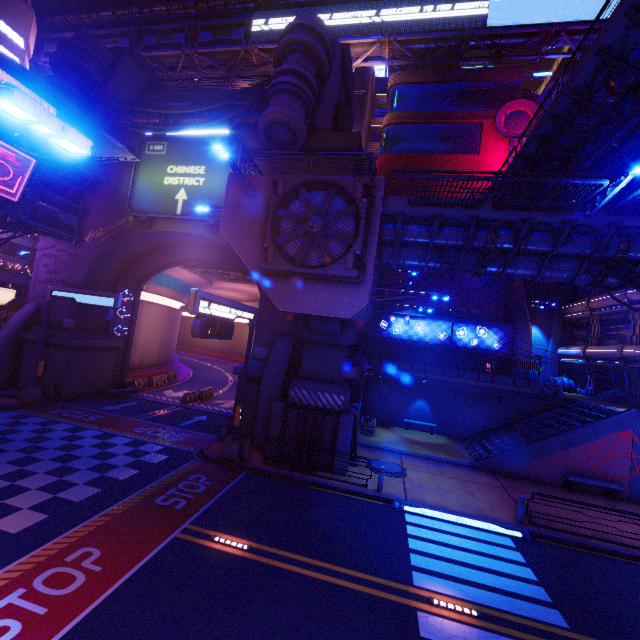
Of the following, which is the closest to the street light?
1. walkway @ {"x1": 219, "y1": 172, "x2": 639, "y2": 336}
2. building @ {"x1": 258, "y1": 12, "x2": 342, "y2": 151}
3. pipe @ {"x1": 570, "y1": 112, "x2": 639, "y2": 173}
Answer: walkway @ {"x1": 219, "y1": 172, "x2": 639, "y2": 336}

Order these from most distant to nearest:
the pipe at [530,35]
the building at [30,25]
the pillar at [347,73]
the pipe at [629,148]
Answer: the building at [30,25] → the pipe at [530,35] → the pillar at [347,73] → the pipe at [629,148]

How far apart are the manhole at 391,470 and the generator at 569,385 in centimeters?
2491cm

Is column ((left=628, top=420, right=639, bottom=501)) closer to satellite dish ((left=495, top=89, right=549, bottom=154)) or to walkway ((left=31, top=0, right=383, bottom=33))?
satellite dish ((left=495, top=89, right=549, bottom=154))

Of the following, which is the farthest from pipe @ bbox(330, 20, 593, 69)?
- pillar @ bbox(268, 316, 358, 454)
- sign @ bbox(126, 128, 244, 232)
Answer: pillar @ bbox(268, 316, 358, 454)

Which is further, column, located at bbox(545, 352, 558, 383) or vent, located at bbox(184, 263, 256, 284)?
column, located at bbox(545, 352, 558, 383)

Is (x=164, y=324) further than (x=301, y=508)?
Yes

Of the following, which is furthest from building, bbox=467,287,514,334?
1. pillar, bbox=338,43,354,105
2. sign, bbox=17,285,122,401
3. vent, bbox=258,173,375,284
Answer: sign, bbox=17,285,122,401
